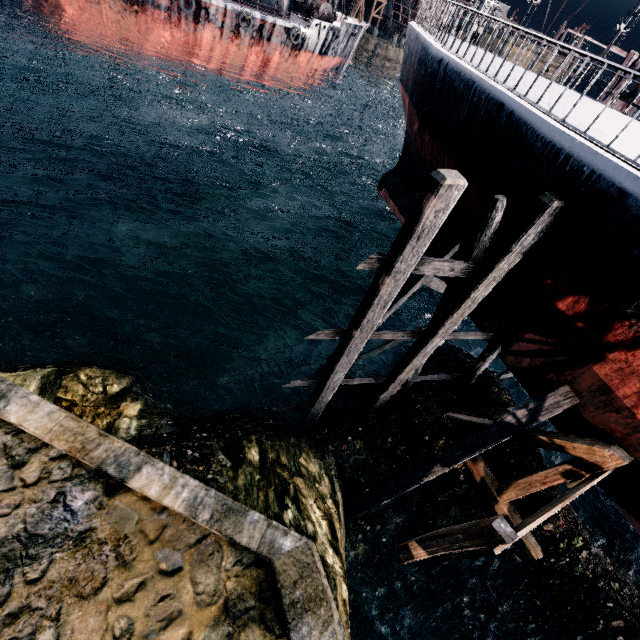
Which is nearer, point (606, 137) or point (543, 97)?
point (606, 137)

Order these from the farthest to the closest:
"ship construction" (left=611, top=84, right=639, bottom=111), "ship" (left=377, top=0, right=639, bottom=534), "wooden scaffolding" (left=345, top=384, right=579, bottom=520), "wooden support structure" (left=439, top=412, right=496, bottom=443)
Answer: "ship construction" (left=611, top=84, right=639, bottom=111), "wooden support structure" (left=439, top=412, right=496, bottom=443), "wooden scaffolding" (left=345, top=384, right=579, bottom=520), "ship" (left=377, top=0, right=639, bottom=534)

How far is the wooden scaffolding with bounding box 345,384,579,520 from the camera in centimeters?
860cm

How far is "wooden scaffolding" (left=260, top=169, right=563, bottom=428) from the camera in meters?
6.3

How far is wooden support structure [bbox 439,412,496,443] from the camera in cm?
1013

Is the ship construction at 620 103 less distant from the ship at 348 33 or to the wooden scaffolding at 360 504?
the wooden scaffolding at 360 504

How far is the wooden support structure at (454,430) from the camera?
10.13m

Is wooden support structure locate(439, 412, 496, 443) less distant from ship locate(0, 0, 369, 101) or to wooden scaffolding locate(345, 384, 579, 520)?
wooden scaffolding locate(345, 384, 579, 520)
